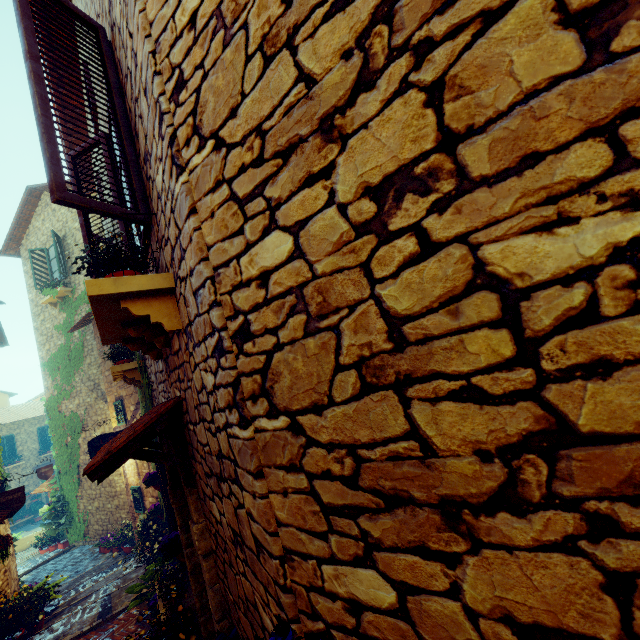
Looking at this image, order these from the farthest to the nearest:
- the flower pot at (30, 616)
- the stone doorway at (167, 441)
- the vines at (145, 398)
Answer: the flower pot at (30, 616) → the vines at (145, 398) → the stone doorway at (167, 441)

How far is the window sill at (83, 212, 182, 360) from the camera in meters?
1.9

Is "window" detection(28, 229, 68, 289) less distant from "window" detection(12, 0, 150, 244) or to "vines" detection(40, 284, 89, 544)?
"vines" detection(40, 284, 89, 544)

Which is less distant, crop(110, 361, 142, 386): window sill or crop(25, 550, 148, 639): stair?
crop(110, 361, 142, 386): window sill

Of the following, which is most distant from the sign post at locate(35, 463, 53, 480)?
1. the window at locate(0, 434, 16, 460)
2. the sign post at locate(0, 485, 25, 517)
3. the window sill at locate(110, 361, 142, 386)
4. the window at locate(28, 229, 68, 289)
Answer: the window at locate(0, 434, 16, 460)

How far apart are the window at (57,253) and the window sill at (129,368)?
9.0m

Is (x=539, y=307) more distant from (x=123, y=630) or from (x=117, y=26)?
(x=123, y=630)

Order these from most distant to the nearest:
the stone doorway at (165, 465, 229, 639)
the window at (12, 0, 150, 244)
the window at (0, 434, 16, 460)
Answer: the window at (0, 434, 16, 460) < the stone doorway at (165, 465, 229, 639) < the window at (12, 0, 150, 244)
